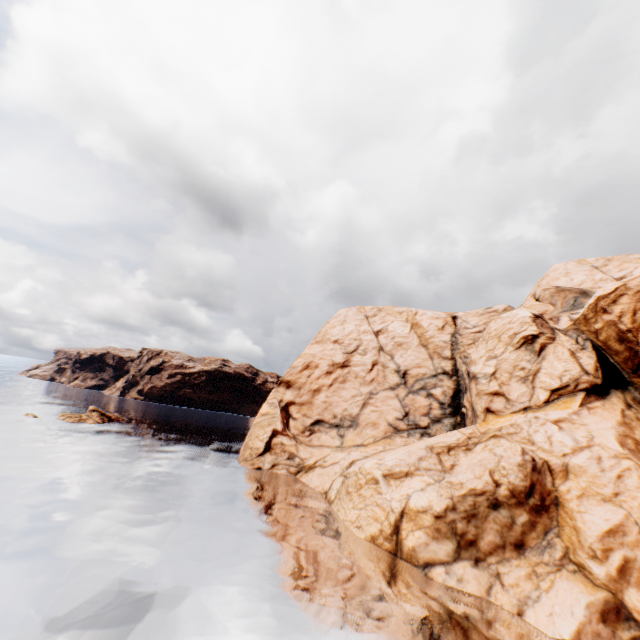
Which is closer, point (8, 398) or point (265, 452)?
point (265, 452)

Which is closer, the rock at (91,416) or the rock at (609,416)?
the rock at (609,416)

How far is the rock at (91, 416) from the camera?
47.9m

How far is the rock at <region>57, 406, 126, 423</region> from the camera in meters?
47.9

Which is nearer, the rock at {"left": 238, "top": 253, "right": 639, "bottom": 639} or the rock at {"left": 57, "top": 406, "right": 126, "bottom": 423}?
the rock at {"left": 238, "top": 253, "right": 639, "bottom": 639}
